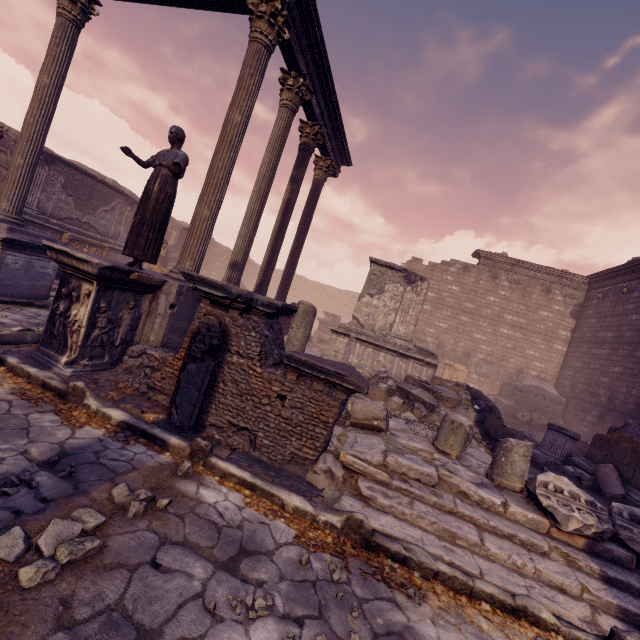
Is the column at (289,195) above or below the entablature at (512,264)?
below

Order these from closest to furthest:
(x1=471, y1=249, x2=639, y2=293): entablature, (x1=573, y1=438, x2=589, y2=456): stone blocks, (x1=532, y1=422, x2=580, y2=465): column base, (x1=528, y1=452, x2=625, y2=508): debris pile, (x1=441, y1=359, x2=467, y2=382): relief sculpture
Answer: (x1=528, y1=452, x2=625, y2=508): debris pile < (x1=532, y1=422, x2=580, y2=465): column base < (x1=573, y1=438, x2=589, y2=456): stone blocks < (x1=471, y1=249, x2=639, y2=293): entablature < (x1=441, y1=359, x2=467, y2=382): relief sculpture

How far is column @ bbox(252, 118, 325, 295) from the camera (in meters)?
9.56

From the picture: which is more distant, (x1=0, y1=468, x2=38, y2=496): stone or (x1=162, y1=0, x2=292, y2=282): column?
(x1=162, y1=0, x2=292, y2=282): column

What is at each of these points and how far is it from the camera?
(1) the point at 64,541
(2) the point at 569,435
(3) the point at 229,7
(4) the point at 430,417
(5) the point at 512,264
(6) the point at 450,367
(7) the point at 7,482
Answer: (1) rocks, 2.0 meters
(2) column base, 7.5 meters
(3) entablature, 6.5 meters
(4) debris pile, 7.8 meters
(5) entablature, 17.7 meters
(6) relief sculpture, 17.5 meters
(7) stone, 2.4 meters

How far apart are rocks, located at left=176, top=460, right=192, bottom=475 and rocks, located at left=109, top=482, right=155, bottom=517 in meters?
0.4

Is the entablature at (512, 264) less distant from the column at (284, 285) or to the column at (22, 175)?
the column at (284, 285)

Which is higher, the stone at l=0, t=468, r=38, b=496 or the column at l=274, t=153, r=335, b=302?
the column at l=274, t=153, r=335, b=302
